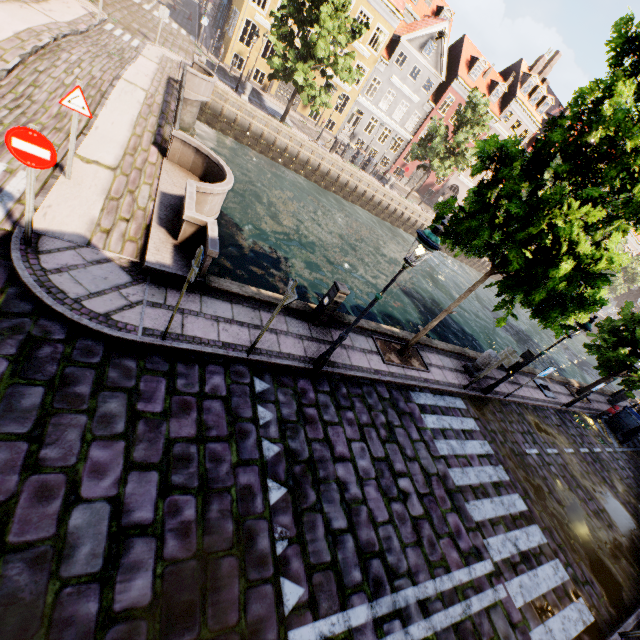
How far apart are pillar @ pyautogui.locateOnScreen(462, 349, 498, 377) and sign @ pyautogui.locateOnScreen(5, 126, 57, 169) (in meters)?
11.84

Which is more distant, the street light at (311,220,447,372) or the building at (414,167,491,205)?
the building at (414,167,491,205)

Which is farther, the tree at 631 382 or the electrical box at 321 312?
the tree at 631 382

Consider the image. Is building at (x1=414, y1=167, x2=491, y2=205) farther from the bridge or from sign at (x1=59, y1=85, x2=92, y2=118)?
sign at (x1=59, y1=85, x2=92, y2=118)

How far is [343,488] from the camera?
5.5m

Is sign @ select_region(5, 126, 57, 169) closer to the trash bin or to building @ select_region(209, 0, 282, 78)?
the trash bin

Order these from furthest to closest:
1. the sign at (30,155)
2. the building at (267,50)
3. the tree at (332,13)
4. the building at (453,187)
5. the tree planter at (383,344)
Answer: the building at (453,187), the building at (267,50), the tree at (332,13), the tree planter at (383,344), the sign at (30,155)

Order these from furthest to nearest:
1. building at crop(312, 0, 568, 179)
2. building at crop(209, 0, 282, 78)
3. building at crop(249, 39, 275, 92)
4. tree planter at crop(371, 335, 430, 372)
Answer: building at crop(312, 0, 568, 179) < building at crop(249, 39, 275, 92) < building at crop(209, 0, 282, 78) < tree planter at crop(371, 335, 430, 372)
